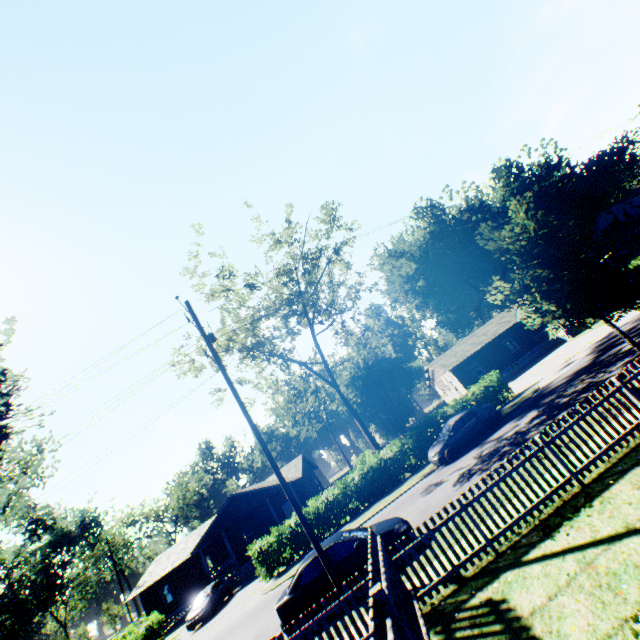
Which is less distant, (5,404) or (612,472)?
(612,472)

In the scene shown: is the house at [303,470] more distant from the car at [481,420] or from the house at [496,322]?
the house at [496,322]

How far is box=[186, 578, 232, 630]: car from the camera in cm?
2227

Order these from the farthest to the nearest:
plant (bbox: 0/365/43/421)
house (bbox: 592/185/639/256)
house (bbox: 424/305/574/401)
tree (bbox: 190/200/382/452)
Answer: house (bbox: 592/185/639/256), house (bbox: 424/305/574/401), tree (bbox: 190/200/382/452), plant (bbox: 0/365/43/421)

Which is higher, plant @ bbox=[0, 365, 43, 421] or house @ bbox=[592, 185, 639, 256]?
plant @ bbox=[0, 365, 43, 421]

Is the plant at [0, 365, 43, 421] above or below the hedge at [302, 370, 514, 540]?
above

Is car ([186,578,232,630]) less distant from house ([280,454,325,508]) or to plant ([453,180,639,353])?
house ([280,454,325,508])

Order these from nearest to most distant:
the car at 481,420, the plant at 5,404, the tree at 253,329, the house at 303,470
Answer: the plant at 5,404 < the car at 481,420 < the tree at 253,329 < the house at 303,470
